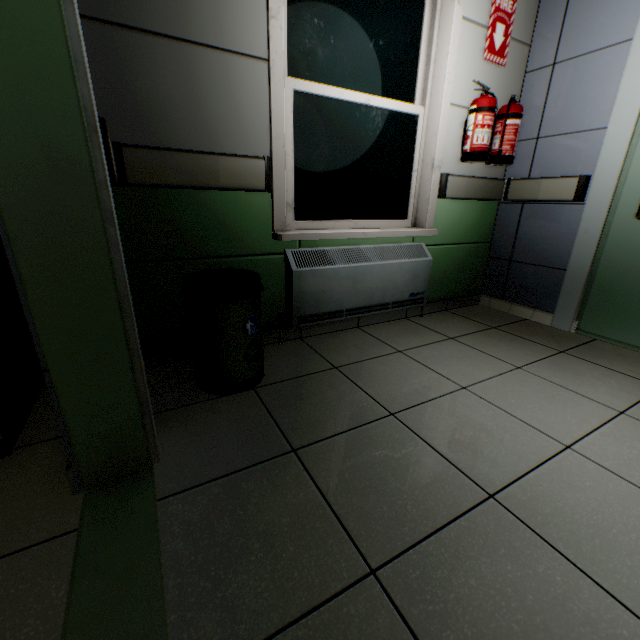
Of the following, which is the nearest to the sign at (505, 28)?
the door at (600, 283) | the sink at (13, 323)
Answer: the door at (600, 283)

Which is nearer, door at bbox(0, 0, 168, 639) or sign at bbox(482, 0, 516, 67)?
door at bbox(0, 0, 168, 639)

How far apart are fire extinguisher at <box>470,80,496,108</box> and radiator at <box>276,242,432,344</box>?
0.7 meters

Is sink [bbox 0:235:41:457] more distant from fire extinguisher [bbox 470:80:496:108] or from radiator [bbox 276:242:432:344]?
fire extinguisher [bbox 470:80:496:108]

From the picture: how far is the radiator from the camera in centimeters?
205cm

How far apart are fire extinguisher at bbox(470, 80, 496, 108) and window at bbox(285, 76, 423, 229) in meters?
0.3

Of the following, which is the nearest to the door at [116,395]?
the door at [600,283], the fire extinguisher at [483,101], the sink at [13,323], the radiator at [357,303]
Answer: the sink at [13,323]

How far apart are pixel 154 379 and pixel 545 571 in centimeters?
177cm
